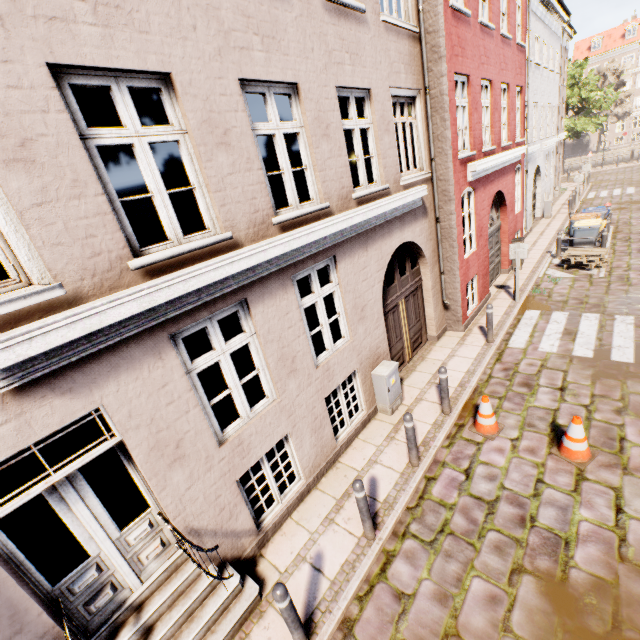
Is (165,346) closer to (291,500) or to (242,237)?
(242,237)

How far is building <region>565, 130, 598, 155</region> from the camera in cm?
5491

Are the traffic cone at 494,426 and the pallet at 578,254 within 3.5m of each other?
no

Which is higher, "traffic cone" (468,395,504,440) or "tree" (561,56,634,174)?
"tree" (561,56,634,174)

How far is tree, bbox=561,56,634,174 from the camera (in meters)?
31.03

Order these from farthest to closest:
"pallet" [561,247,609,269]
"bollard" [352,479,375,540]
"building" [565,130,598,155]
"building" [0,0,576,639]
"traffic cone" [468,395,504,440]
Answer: "building" [565,130,598,155]
"pallet" [561,247,609,269]
"traffic cone" [468,395,504,440]
"bollard" [352,479,375,540]
"building" [0,0,576,639]

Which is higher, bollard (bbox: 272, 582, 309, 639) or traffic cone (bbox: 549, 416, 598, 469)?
bollard (bbox: 272, 582, 309, 639)

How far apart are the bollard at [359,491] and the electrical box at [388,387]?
2.50m
